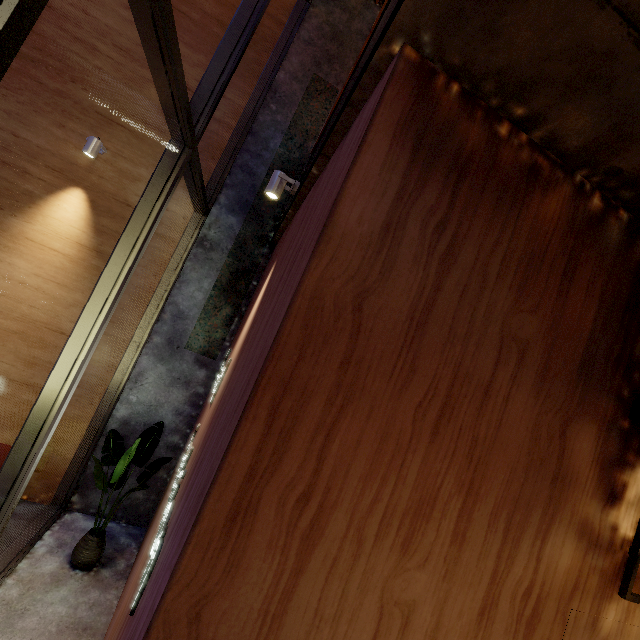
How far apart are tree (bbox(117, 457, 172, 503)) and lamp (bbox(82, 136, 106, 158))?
3.7 meters

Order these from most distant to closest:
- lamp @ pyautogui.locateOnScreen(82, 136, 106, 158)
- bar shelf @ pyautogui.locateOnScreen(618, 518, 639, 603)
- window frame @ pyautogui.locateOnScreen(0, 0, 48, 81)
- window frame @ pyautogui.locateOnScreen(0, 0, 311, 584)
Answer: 1. lamp @ pyautogui.locateOnScreen(82, 136, 106, 158)
2. window frame @ pyautogui.locateOnScreen(0, 0, 311, 584)
3. bar shelf @ pyautogui.locateOnScreen(618, 518, 639, 603)
4. window frame @ pyautogui.locateOnScreen(0, 0, 48, 81)

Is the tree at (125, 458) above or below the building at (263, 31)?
below

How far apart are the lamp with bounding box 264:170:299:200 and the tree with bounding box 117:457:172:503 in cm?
331

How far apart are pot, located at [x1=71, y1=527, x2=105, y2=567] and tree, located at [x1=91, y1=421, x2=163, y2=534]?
0.5 meters

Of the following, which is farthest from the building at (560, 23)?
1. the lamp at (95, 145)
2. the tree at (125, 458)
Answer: the lamp at (95, 145)

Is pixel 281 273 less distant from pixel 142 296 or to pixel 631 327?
pixel 631 327
